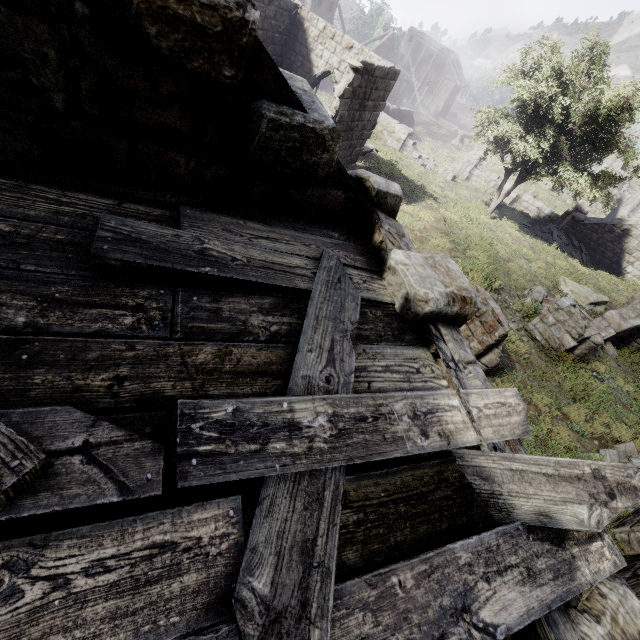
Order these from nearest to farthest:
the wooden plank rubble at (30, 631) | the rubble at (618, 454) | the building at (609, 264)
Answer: the wooden plank rubble at (30, 631) < the rubble at (618, 454) < the building at (609, 264)

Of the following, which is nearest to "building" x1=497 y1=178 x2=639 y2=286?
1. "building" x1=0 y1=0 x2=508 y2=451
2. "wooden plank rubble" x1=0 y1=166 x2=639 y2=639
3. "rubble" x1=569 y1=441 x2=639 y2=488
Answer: "building" x1=0 y1=0 x2=508 y2=451

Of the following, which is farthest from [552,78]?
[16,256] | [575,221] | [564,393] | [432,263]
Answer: [16,256]

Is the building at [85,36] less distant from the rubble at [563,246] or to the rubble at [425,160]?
the rubble at [425,160]

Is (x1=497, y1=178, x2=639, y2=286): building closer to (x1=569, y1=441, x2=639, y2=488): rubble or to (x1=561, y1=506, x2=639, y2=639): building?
(x1=561, y1=506, x2=639, y2=639): building

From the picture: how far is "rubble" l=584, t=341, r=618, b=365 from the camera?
10.7m

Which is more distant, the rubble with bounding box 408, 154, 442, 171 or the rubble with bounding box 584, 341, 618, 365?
the rubble with bounding box 408, 154, 442, 171

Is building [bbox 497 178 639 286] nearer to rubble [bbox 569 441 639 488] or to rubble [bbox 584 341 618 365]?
rubble [bbox 584 341 618 365]
